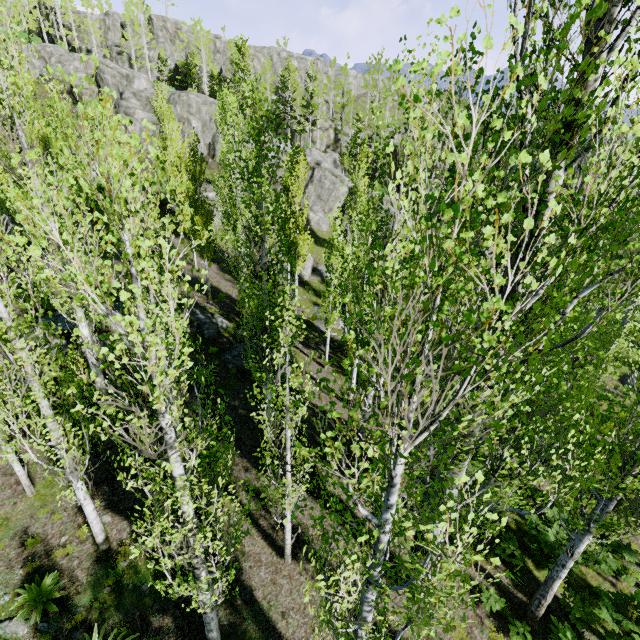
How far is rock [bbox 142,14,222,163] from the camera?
37.31m

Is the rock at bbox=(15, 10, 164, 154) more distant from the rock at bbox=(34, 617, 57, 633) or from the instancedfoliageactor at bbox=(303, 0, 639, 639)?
the rock at bbox=(34, 617, 57, 633)

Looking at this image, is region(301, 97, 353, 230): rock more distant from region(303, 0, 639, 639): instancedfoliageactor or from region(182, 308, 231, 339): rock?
region(182, 308, 231, 339): rock

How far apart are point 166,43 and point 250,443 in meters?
65.5

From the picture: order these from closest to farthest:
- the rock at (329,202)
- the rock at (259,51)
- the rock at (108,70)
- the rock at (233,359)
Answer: the rock at (233,359) → the rock at (329,202) → the rock at (108,70) → the rock at (259,51)

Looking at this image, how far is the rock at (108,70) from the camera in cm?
3806

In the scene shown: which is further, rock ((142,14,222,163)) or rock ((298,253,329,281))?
rock ((142,14,222,163))

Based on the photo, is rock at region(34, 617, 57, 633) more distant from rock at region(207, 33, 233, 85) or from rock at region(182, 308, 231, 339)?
rock at region(207, 33, 233, 85)
